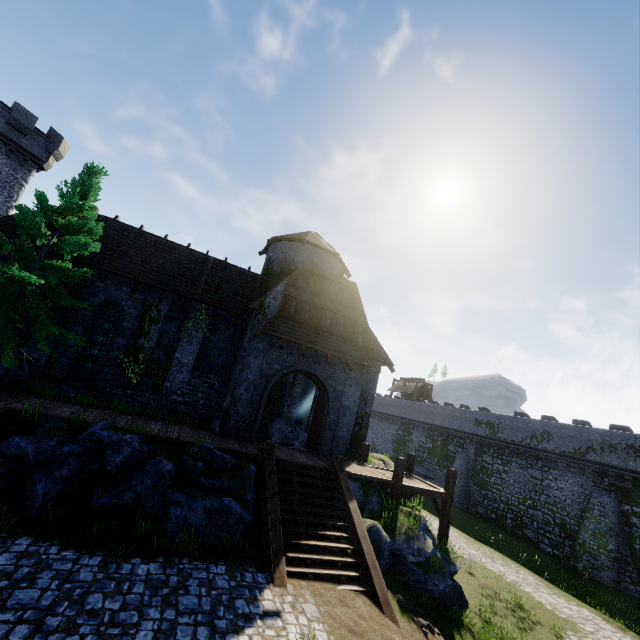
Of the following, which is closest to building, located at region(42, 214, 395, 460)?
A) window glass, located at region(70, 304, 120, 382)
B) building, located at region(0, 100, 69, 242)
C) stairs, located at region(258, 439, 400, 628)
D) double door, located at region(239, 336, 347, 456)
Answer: double door, located at region(239, 336, 347, 456)

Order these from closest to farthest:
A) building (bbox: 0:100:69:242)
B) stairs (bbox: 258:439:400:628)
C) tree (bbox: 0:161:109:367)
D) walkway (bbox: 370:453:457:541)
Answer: stairs (bbox: 258:439:400:628) < tree (bbox: 0:161:109:367) < walkway (bbox: 370:453:457:541) < building (bbox: 0:100:69:242)

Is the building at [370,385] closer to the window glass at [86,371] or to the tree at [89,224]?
the tree at [89,224]

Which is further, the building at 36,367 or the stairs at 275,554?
the building at 36,367

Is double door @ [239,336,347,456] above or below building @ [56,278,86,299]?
below

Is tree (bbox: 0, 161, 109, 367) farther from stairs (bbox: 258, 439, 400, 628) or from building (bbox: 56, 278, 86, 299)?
stairs (bbox: 258, 439, 400, 628)

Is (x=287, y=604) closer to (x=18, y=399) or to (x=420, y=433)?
(x=18, y=399)

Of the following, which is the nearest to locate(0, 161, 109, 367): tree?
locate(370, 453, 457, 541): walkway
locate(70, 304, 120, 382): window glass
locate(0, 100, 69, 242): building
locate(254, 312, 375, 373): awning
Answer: locate(70, 304, 120, 382): window glass
